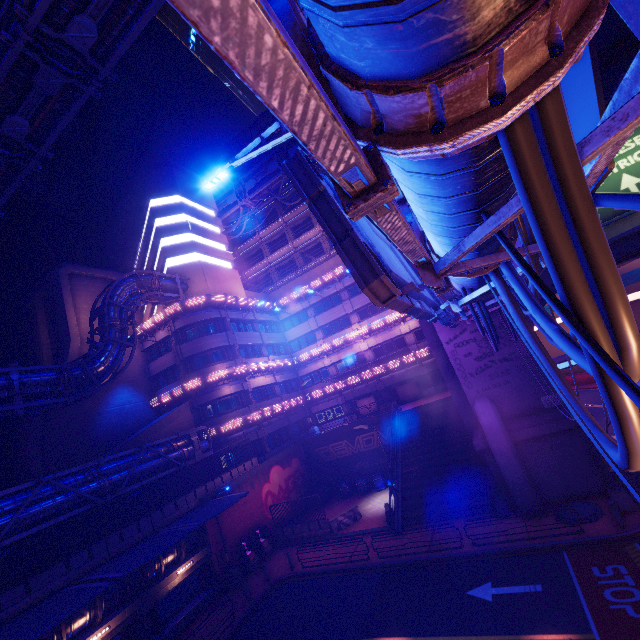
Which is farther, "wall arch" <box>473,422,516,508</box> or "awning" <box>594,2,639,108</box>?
"wall arch" <box>473,422,516,508</box>

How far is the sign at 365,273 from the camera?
4.6 meters

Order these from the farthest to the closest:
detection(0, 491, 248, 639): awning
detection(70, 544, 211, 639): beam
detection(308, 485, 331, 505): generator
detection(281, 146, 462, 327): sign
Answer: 1. detection(308, 485, 331, 505): generator
2. detection(70, 544, 211, 639): beam
3. detection(0, 491, 248, 639): awning
4. detection(281, 146, 462, 327): sign

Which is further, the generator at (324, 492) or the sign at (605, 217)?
the generator at (324, 492)

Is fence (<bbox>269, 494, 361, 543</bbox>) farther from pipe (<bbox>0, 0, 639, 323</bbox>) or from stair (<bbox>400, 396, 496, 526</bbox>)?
pipe (<bbox>0, 0, 639, 323</bbox>)

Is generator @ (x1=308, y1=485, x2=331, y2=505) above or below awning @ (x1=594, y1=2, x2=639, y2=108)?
below

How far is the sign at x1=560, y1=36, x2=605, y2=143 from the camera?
3.4 meters

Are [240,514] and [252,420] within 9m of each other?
yes
